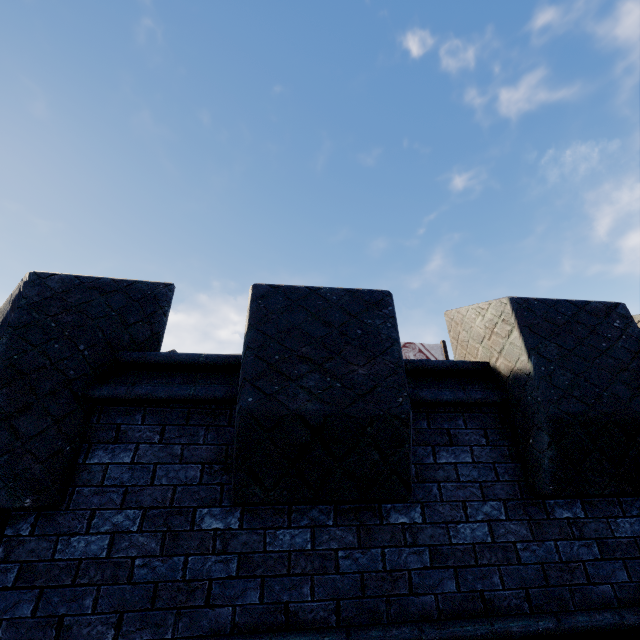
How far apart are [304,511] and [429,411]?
1.5 meters

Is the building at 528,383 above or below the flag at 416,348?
below

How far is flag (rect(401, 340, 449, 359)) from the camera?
13.9m

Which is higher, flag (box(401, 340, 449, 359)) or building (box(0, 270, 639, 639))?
flag (box(401, 340, 449, 359))

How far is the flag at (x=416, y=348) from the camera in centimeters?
1394cm

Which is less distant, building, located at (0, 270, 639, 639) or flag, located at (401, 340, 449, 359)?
building, located at (0, 270, 639, 639)
